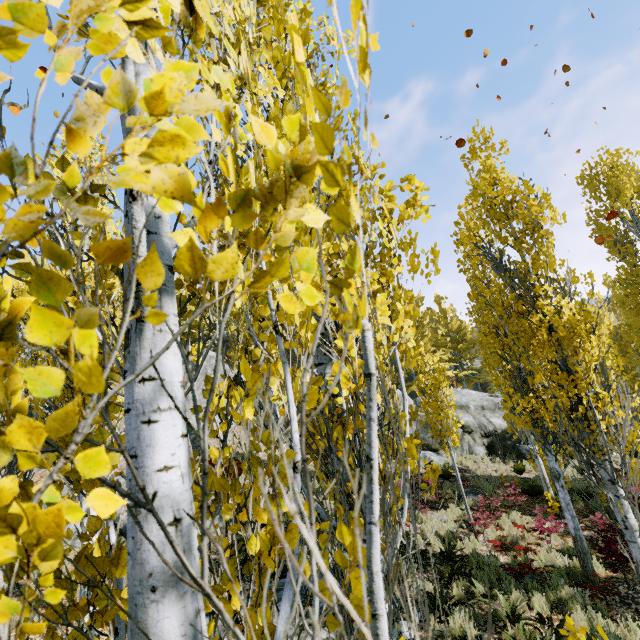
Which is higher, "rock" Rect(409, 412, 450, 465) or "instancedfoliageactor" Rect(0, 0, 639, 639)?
"instancedfoliageactor" Rect(0, 0, 639, 639)

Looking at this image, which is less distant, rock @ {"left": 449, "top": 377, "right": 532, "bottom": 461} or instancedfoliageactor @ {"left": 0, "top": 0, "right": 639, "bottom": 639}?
instancedfoliageactor @ {"left": 0, "top": 0, "right": 639, "bottom": 639}

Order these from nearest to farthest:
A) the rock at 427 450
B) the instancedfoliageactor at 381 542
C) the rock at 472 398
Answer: the instancedfoliageactor at 381 542 < the rock at 427 450 < the rock at 472 398

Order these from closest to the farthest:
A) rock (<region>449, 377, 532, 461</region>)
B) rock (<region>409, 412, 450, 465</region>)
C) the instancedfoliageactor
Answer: the instancedfoliageactor, rock (<region>409, 412, 450, 465</region>), rock (<region>449, 377, 532, 461</region>)

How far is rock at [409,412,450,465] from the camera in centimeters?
1792cm

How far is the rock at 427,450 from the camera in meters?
17.9 m

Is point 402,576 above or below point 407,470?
below
